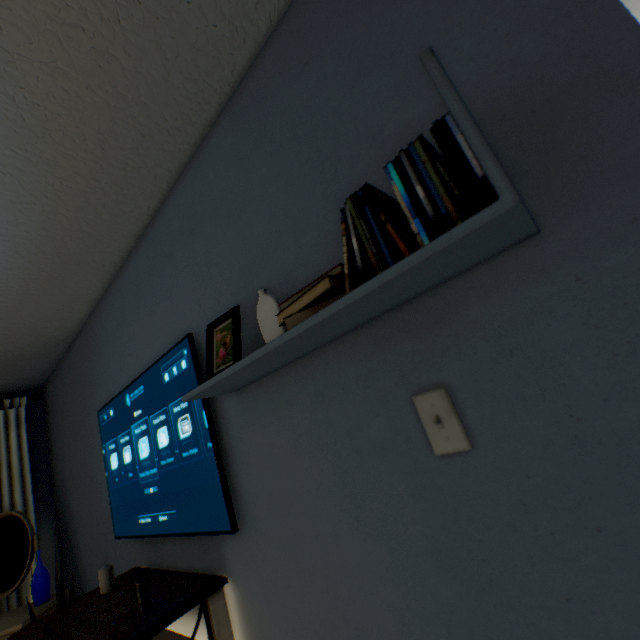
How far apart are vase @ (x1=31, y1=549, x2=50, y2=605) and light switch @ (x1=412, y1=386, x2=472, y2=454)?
3.1m

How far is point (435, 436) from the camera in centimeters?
68cm

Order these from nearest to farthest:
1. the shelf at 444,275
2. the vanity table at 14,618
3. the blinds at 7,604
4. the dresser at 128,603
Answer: the shelf at 444,275 < the dresser at 128,603 < the vanity table at 14,618 < the blinds at 7,604

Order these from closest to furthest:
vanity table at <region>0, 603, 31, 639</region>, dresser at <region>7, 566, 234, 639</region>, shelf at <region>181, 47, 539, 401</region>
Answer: shelf at <region>181, 47, 539, 401</region>, dresser at <region>7, 566, 234, 639</region>, vanity table at <region>0, 603, 31, 639</region>

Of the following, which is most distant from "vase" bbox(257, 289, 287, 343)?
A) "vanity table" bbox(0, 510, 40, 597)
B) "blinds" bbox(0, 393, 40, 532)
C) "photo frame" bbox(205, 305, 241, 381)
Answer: "blinds" bbox(0, 393, 40, 532)

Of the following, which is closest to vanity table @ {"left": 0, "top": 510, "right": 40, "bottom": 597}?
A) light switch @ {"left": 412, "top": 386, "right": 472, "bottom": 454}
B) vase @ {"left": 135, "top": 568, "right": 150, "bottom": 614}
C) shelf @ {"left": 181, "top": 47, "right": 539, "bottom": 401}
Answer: vase @ {"left": 135, "top": 568, "right": 150, "bottom": 614}

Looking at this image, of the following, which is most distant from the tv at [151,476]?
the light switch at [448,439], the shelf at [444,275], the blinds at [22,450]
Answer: the blinds at [22,450]

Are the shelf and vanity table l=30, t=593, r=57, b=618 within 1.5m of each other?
no
